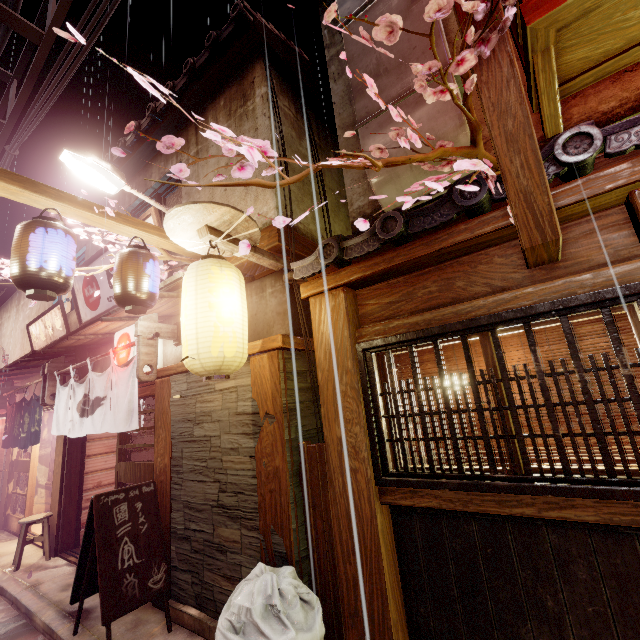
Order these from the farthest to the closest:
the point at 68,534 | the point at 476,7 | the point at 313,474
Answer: the point at 68,534, the point at 313,474, the point at 476,7

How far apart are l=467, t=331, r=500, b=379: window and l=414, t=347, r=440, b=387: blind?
0.2m

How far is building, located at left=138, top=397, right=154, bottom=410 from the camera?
14.4m

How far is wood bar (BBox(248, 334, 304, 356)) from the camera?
6.1 meters

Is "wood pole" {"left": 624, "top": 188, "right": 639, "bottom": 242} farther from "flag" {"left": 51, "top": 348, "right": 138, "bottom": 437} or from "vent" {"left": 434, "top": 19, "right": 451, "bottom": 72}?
"flag" {"left": 51, "top": 348, "right": 138, "bottom": 437}

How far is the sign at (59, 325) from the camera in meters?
14.0 m

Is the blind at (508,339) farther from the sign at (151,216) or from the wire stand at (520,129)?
the sign at (151,216)

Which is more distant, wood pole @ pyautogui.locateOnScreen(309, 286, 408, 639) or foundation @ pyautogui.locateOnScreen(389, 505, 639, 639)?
wood pole @ pyautogui.locateOnScreen(309, 286, 408, 639)
